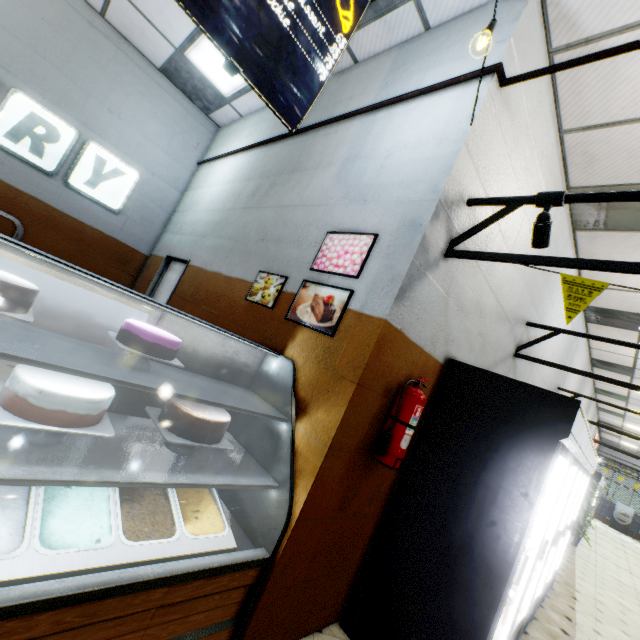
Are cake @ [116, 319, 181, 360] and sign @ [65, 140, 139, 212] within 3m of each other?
no

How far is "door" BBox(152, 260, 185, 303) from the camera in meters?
4.8

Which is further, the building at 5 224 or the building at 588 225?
the building at 5 224

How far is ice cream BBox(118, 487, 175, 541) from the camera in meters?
1.6 m

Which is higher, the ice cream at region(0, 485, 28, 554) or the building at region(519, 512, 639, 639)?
the ice cream at region(0, 485, 28, 554)

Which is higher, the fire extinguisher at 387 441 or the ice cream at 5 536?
the fire extinguisher at 387 441

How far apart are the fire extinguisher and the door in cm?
373

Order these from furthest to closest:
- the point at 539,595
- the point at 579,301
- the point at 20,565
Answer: the point at 539,595, the point at 579,301, the point at 20,565
